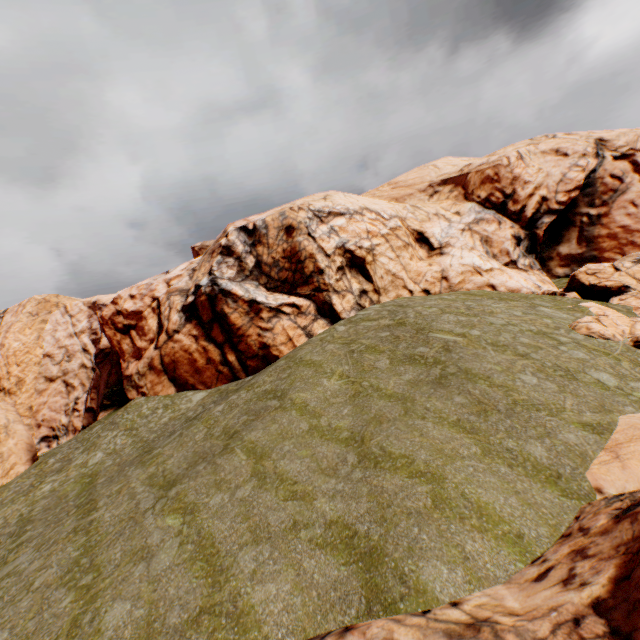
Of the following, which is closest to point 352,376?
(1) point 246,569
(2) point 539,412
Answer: (2) point 539,412

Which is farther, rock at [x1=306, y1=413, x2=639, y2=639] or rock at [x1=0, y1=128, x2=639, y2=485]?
rock at [x1=0, y1=128, x2=639, y2=485]

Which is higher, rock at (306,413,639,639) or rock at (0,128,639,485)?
rock at (0,128,639,485)

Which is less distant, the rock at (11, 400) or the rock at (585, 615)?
the rock at (585, 615)

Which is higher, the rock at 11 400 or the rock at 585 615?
the rock at 11 400
